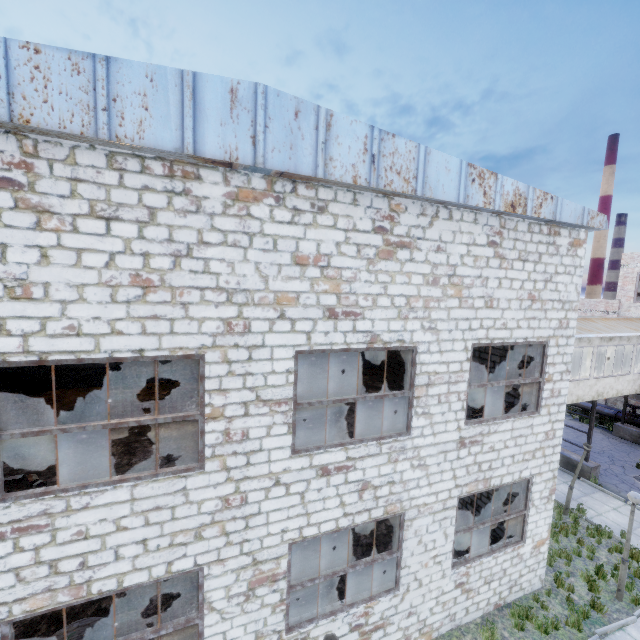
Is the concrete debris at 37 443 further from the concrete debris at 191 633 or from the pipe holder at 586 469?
the pipe holder at 586 469

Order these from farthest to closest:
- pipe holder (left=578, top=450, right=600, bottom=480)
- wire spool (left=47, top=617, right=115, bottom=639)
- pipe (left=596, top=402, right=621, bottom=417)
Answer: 1. pipe (left=596, top=402, right=621, bottom=417)
2. pipe holder (left=578, top=450, right=600, bottom=480)
3. wire spool (left=47, top=617, right=115, bottom=639)

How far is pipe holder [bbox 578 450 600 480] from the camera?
15.8 meters

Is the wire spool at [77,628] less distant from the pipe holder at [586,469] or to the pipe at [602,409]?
the pipe holder at [586,469]

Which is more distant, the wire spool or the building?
the building

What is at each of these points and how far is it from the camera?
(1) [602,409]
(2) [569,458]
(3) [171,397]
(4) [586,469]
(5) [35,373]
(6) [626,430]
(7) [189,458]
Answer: (1) pipe, 22.98m
(2) pipe holder, 16.66m
(3) concrete debris, 11.66m
(4) pipe holder, 15.94m
(5) door, 11.84m
(6) pipe holder, 20.81m
(7) concrete debris, 7.97m

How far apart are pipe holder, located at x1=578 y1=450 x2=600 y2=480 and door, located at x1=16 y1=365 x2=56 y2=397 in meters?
23.6

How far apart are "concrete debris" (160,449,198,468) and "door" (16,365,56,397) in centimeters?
790cm
